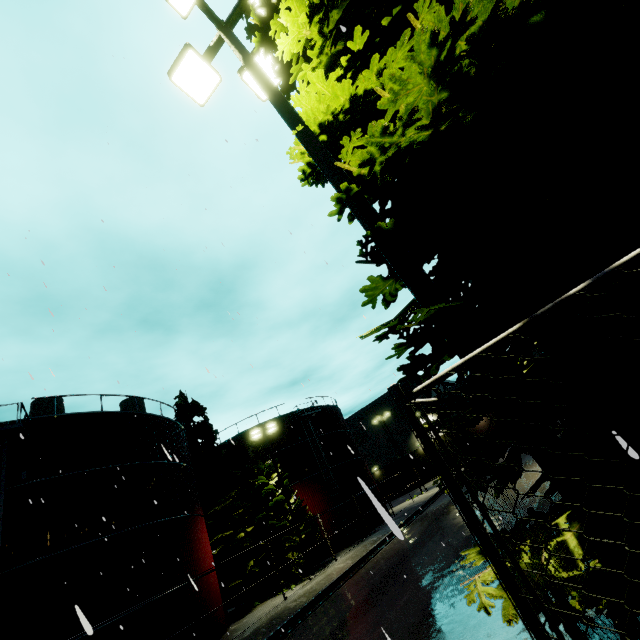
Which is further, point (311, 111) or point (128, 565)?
point (128, 565)

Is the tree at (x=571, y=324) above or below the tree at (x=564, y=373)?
above

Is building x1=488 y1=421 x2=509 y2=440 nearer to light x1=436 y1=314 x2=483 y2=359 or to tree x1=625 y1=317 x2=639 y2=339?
tree x1=625 y1=317 x2=639 y2=339

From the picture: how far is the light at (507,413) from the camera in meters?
2.0

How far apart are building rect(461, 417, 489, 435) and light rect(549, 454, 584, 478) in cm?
5874

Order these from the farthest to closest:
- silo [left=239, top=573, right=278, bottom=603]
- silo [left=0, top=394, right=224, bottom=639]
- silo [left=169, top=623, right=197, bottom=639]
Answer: silo [left=239, top=573, right=278, bottom=603]
silo [left=169, top=623, right=197, bottom=639]
silo [left=0, top=394, right=224, bottom=639]

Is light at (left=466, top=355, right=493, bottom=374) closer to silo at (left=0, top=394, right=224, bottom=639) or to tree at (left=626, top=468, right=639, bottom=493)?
tree at (left=626, top=468, right=639, bottom=493)

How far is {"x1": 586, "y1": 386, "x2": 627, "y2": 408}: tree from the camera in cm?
269
